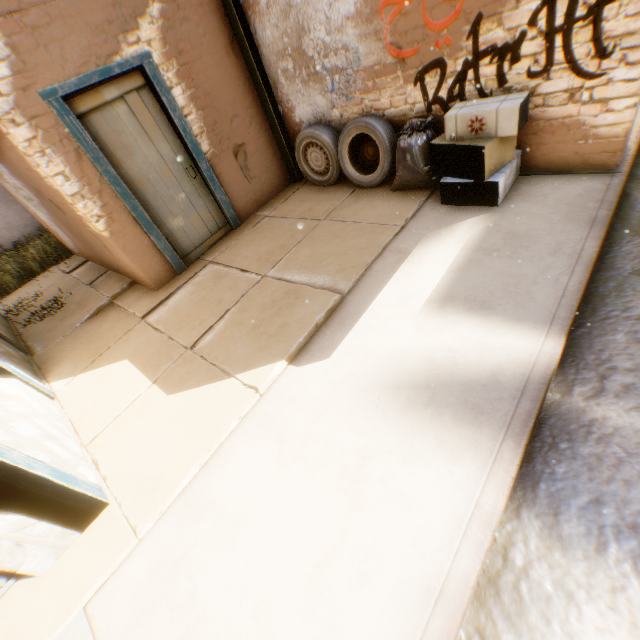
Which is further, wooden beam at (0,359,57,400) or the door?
the door

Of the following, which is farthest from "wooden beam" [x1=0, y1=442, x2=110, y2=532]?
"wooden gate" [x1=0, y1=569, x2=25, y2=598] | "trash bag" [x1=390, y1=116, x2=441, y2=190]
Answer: "trash bag" [x1=390, y1=116, x2=441, y2=190]

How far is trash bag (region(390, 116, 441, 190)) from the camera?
4.1m

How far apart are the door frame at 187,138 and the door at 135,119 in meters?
0.0 m

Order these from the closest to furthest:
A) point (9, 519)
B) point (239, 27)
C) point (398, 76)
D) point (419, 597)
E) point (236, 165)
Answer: point (419, 597) → point (9, 519) → point (398, 76) → point (239, 27) → point (236, 165)

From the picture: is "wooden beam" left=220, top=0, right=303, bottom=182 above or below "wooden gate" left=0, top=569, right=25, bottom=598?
above

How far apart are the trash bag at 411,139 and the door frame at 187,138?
2.5m

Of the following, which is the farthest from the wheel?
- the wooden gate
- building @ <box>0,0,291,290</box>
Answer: the wooden gate
